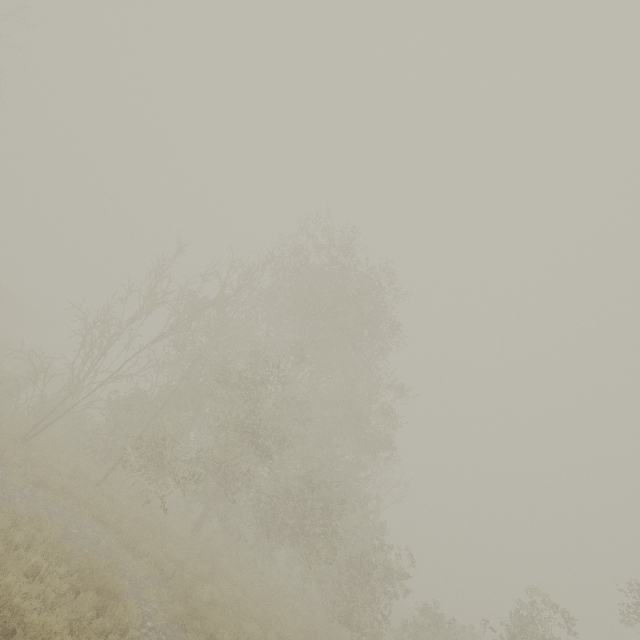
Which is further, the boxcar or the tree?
the boxcar

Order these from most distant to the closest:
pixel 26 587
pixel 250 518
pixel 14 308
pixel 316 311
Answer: pixel 14 308 < pixel 316 311 < pixel 250 518 < pixel 26 587

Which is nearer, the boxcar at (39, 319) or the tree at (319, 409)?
A: the tree at (319, 409)
